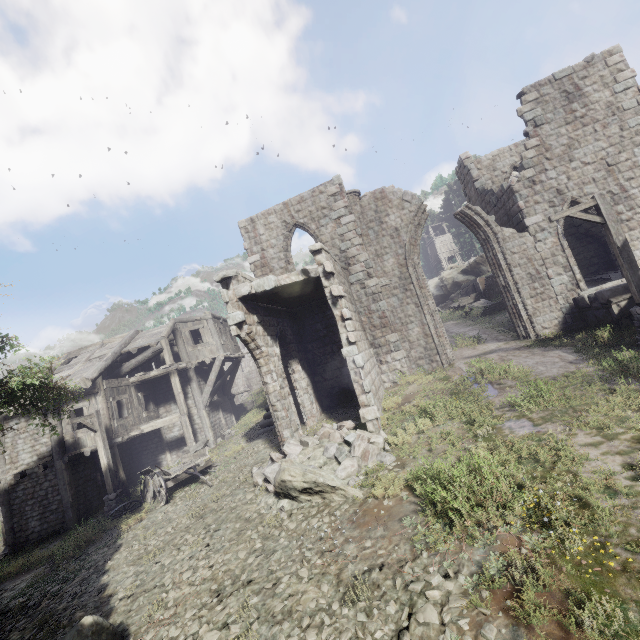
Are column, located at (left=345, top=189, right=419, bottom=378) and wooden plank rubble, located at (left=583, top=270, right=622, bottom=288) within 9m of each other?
yes

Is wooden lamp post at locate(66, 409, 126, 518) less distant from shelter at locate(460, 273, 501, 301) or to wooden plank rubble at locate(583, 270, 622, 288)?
shelter at locate(460, 273, 501, 301)

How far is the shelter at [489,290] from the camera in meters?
30.9 m

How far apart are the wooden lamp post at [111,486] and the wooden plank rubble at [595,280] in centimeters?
2190cm

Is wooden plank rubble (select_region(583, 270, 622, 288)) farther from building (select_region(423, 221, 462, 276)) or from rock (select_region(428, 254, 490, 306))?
rock (select_region(428, 254, 490, 306))

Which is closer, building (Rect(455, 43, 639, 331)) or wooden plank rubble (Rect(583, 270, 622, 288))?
building (Rect(455, 43, 639, 331))

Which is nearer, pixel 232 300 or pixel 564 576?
pixel 564 576

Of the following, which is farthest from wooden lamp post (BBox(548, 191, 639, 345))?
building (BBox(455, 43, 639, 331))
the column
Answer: the column
